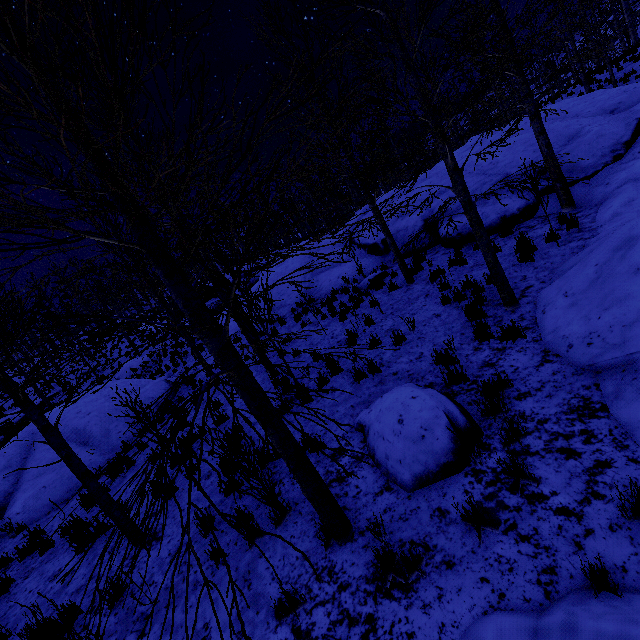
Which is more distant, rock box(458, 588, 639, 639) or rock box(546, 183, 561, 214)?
rock box(546, 183, 561, 214)

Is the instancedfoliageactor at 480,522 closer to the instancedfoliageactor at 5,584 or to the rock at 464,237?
the rock at 464,237

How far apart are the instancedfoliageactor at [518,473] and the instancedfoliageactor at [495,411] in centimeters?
75cm

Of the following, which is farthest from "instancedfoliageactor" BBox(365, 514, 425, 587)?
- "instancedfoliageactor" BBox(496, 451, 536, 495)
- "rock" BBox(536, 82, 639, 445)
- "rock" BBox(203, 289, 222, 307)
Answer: "rock" BBox(203, 289, 222, 307)

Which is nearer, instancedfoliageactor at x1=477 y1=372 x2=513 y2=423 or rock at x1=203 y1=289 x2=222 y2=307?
instancedfoliageactor at x1=477 y1=372 x2=513 y2=423

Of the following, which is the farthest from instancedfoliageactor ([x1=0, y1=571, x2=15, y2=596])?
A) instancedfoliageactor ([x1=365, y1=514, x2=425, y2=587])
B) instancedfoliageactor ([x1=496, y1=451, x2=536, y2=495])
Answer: instancedfoliageactor ([x1=496, y1=451, x2=536, y2=495])

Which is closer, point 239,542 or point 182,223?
point 239,542

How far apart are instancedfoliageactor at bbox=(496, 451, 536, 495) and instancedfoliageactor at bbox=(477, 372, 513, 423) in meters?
0.8
